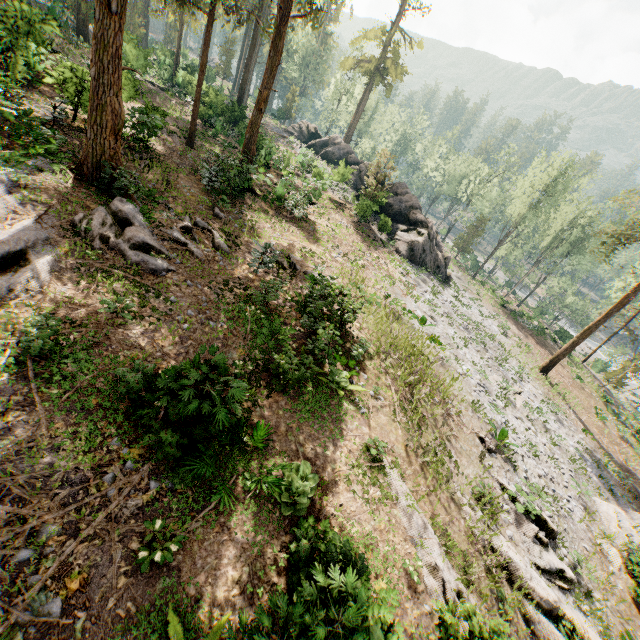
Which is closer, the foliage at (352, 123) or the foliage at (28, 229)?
the foliage at (28, 229)

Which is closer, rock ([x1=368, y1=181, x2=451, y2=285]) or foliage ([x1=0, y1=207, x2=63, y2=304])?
foliage ([x1=0, y1=207, x2=63, y2=304])

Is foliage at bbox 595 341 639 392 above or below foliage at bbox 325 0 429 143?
below

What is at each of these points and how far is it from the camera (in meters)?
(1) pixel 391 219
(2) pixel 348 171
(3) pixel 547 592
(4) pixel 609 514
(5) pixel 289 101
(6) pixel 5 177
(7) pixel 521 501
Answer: (1) rock, 32.84
(2) rock, 29.98
(3) foliage, 9.61
(4) foliage, 16.97
(5) foliage, 56.97
(6) foliage, 11.14
(7) foliage, 12.55

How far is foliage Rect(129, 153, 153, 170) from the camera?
16.8 meters

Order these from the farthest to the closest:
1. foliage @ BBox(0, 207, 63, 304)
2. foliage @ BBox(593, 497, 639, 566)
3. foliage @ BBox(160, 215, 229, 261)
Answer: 1. foliage @ BBox(593, 497, 639, 566)
2. foliage @ BBox(160, 215, 229, 261)
3. foliage @ BBox(0, 207, 63, 304)

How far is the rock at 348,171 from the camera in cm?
3087
